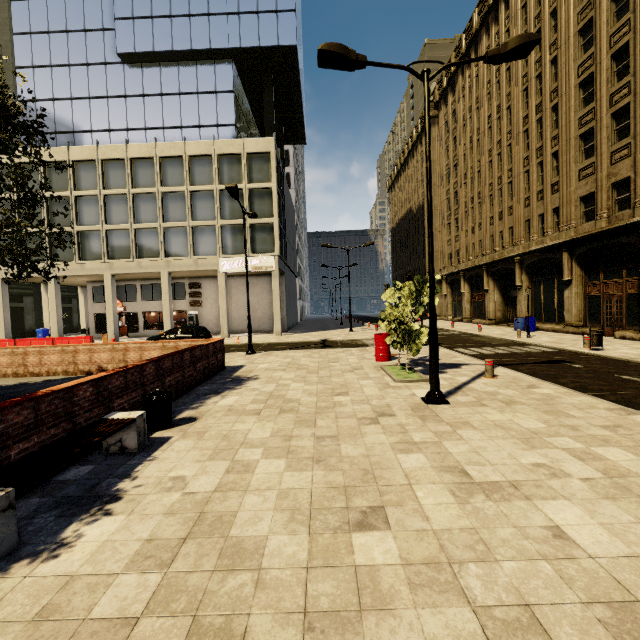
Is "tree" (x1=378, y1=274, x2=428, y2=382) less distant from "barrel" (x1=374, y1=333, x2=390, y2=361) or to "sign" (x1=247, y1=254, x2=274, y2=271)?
"barrel" (x1=374, y1=333, x2=390, y2=361)

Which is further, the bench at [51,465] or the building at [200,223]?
the building at [200,223]

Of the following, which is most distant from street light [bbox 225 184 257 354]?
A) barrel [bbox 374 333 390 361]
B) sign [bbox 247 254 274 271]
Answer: sign [bbox 247 254 274 271]

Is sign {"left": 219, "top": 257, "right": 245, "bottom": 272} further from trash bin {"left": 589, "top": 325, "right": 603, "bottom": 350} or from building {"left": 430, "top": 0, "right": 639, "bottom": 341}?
trash bin {"left": 589, "top": 325, "right": 603, "bottom": 350}

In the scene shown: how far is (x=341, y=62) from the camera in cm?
715

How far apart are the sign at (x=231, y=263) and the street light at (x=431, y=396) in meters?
20.6 m

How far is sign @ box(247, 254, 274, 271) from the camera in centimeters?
2767cm

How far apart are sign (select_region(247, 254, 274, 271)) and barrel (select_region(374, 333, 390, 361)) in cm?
1623
